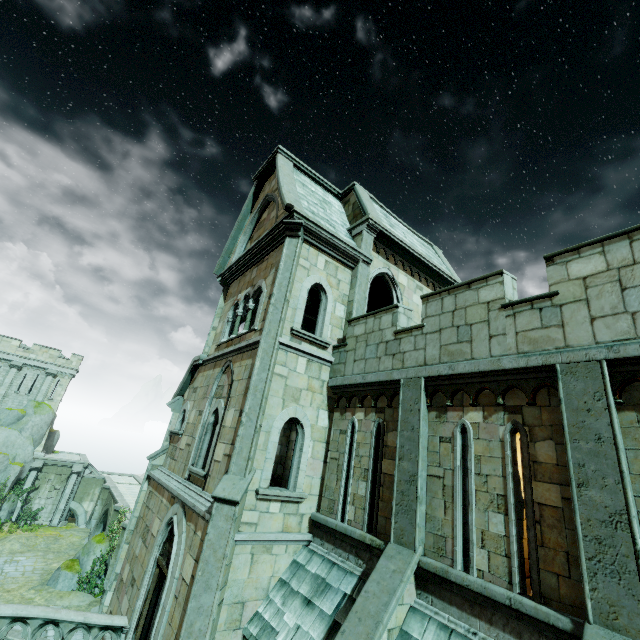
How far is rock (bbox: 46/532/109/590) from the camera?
21.3m

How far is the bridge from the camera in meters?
20.5 m

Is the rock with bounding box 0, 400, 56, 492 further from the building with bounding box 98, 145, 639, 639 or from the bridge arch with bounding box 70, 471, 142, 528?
the building with bounding box 98, 145, 639, 639

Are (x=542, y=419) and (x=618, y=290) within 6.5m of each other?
yes

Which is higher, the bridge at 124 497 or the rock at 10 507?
the bridge at 124 497

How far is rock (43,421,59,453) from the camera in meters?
36.5 m

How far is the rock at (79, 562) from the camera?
21.30m

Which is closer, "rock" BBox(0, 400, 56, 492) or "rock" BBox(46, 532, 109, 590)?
"rock" BBox(46, 532, 109, 590)
